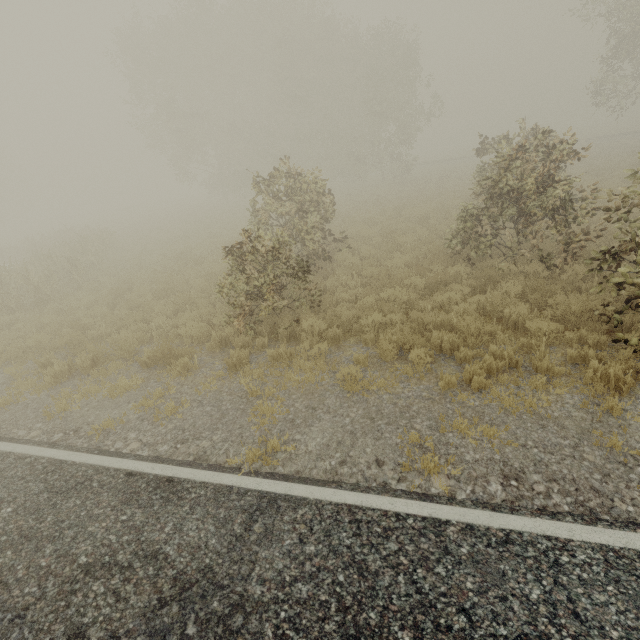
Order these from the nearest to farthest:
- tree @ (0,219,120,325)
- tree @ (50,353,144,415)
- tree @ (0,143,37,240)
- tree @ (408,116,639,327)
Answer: tree @ (408,116,639,327)
tree @ (50,353,144,415)
tree @ (0,219,120,325)
tree @ (0,143,37,240)

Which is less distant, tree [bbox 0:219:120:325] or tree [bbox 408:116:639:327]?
tree [bbox 408:116:639:327]

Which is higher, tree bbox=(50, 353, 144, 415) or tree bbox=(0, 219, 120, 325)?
tree bbox=(0, 219, 120, 325)

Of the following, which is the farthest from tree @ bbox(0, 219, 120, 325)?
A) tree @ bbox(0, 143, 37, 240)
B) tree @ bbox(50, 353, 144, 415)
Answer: tree @ bbox(0, 143, 37, 240)

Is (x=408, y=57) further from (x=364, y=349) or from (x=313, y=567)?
(x=313, y=567)

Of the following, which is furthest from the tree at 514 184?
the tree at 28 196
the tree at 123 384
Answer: the tree at 28 196

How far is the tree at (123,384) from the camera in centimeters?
658cm
